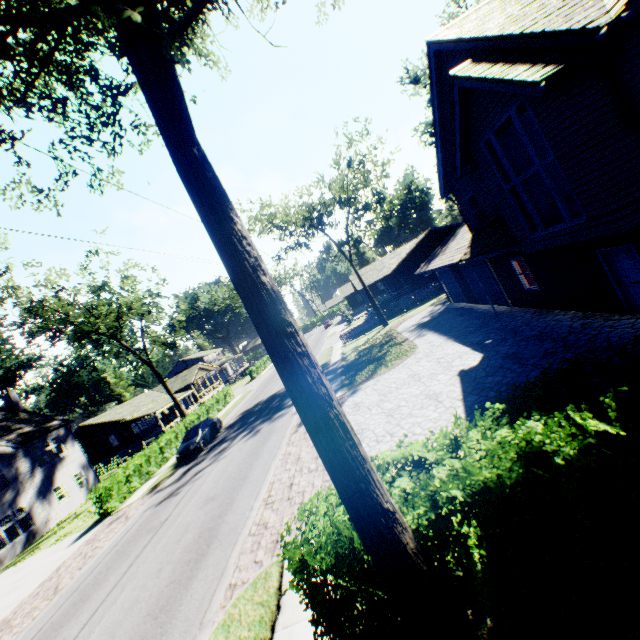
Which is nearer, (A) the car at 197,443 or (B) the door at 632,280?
(B) the door at 632,280

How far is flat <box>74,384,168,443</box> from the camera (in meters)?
42.53

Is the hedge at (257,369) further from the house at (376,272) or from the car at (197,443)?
the car at (197,443)

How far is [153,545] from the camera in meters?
12.2 m

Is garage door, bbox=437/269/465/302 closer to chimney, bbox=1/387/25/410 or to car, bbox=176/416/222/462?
car, bbox=176/416/222/462

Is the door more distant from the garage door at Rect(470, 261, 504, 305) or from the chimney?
the chimney

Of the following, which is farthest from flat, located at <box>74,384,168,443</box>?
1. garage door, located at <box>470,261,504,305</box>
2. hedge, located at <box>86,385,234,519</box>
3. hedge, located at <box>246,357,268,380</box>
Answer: garage door, located at <box>470,261,504,305</box>

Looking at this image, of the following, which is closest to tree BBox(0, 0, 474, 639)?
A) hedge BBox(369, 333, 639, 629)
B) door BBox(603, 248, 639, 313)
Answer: hedge BBox(369, 333, 639, 629)
